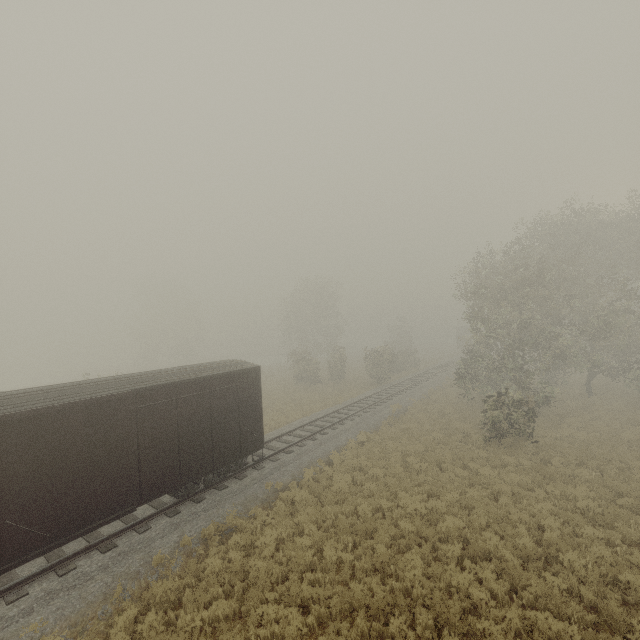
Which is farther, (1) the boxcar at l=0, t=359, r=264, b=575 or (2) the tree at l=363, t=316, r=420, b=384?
(2) the tree at l=363, t=316, r=420, b=384

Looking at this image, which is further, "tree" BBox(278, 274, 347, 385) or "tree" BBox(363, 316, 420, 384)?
"tree" BBox(278, 274, 347, 385)

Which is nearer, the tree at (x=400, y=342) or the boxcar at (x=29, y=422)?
the boxcar at (x=29, y=422)

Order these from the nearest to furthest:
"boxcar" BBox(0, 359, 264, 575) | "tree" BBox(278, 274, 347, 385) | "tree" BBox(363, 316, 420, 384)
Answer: "boxcar" BBox(0, 359, 264, 575), "tree" BBox(363, 316, 420, 384), "tree" BBox(278, 274, 347, 385)

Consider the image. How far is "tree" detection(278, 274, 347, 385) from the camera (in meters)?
36.53

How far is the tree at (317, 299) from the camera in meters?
36.5 m

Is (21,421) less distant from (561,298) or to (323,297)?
(561,298)
